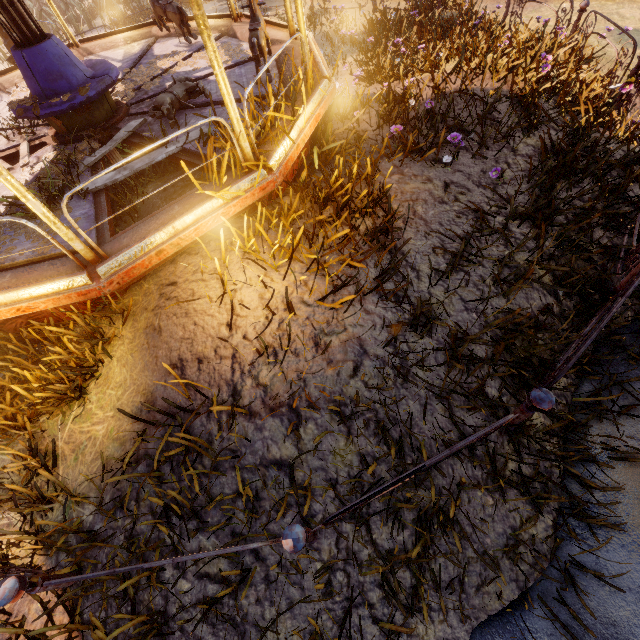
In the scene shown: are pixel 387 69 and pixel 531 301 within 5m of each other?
no

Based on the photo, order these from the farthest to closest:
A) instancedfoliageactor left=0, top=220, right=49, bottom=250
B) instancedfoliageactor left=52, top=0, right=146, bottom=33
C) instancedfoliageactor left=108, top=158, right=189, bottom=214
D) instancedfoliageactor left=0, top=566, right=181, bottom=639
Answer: instancedfoliageactor left=52, top=0, right=146, bottom=33 → instancedfoliageactor left=108, top=158, right=189, bottom=214 → instancedfoliageactor left=0, top=220, right=49, bottom=250 → instancedfoliageactor left=0, top=566, right=181, bottom=639

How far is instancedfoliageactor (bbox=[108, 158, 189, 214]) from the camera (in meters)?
4.27

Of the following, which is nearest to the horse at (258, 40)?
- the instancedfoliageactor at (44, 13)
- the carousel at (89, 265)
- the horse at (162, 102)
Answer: the carousel at (89, 265)

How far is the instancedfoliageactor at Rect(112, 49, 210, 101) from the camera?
5.6 meters

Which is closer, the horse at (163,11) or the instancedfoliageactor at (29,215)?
the instancedfoliageactor at (29,215)

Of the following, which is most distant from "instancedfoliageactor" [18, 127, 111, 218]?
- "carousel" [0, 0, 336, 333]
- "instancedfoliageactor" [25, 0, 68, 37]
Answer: "instancedfoliageactor" [25, 0, 68, 37]

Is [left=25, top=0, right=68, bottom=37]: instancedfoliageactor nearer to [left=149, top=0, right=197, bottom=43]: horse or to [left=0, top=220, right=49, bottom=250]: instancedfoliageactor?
[left=0, top=220, right=49, bottom=250]: instancedfoliageactor
